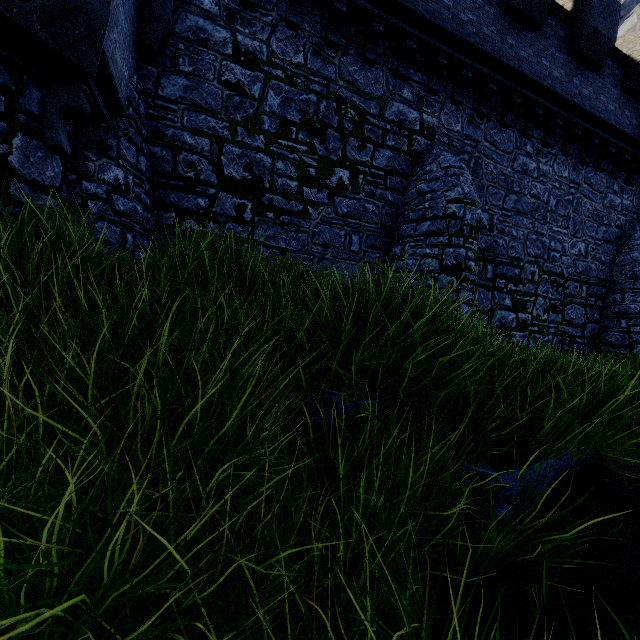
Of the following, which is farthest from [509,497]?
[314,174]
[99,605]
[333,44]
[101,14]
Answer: [333,44]
